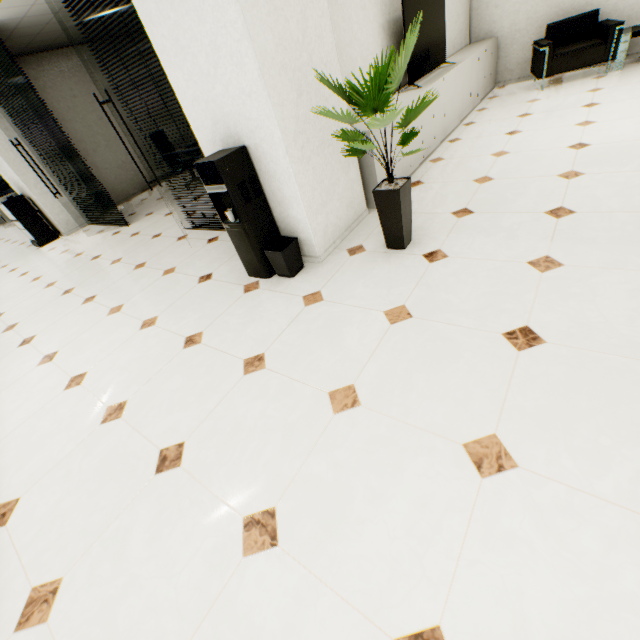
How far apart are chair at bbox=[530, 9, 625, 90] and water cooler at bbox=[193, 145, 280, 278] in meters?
5.5 m

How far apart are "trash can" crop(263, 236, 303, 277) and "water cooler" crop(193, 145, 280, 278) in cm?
3

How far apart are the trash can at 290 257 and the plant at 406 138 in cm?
80

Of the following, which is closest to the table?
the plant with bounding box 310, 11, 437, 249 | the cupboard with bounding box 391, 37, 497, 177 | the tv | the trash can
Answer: the cupboard with bounding box 391, 37, 497, 177

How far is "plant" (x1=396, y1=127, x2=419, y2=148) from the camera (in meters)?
2.38

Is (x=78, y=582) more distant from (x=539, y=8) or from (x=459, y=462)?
(x=539, y=8)

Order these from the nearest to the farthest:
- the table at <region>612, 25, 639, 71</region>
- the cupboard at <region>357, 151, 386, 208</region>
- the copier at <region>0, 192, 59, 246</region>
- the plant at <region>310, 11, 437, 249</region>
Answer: Result:
1. the plant at <region>310, 11, 437, 249</region>
2. the cupboard at <region>357, 151, 386, 208</region>
3. the table at <region>612, 25, 639, 71</region>
4. the copier at <region>0, 192, 59, 246</region>

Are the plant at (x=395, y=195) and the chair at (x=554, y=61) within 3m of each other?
no
